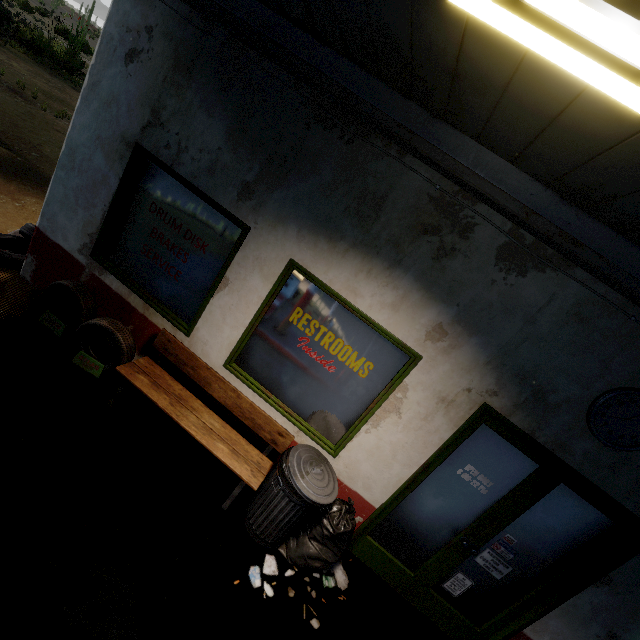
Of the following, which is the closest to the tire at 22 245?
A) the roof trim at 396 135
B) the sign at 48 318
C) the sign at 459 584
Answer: the sign at 48 318

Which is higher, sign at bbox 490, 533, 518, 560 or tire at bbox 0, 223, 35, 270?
sign at bbox 490, 533, 518, 560

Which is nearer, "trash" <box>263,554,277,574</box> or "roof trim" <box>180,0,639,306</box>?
"roof trim" <box>180,0,639,306</box>

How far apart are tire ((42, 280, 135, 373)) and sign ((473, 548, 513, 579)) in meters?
4.6 m

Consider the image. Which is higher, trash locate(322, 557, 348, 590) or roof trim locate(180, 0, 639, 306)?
roof trim locate(180, 0, 639, 306)

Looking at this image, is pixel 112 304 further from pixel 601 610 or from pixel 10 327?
pixel 601 610

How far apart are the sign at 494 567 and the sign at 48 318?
5.55m

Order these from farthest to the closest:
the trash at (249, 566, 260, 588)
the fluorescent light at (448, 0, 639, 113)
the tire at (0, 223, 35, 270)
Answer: the tire at (0, 223, 35, 270) → the trash at (249, 566, 260, 588) → the fluorescent light at (448, 0, 639, 113)
